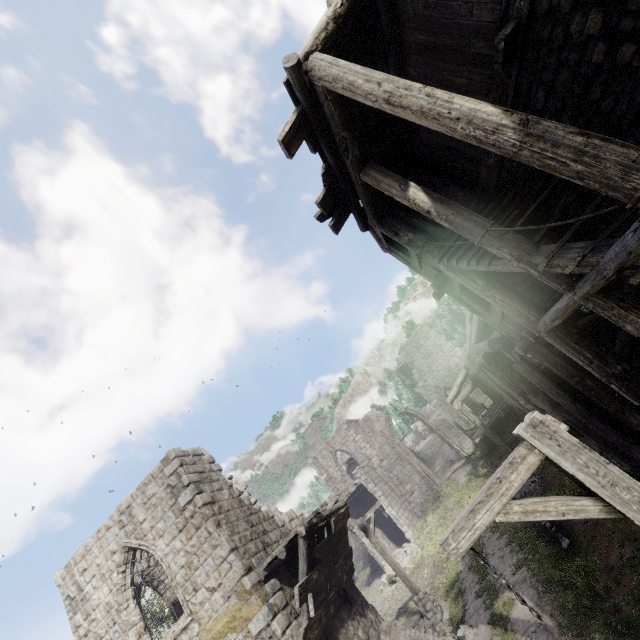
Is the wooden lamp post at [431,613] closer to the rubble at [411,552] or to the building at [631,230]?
the building at [631,230]

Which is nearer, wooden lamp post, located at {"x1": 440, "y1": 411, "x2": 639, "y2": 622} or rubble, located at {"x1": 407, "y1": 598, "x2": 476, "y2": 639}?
wooden lamp post, located at {"x1": 440, "y1": 411, "x2": 639, "y2": 622}

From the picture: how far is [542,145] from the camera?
3.3m

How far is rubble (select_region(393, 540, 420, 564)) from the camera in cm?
2170

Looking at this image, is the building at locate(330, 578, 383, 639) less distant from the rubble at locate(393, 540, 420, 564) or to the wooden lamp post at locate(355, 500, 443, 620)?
the rubble at locate(393, 540, 420, 564)

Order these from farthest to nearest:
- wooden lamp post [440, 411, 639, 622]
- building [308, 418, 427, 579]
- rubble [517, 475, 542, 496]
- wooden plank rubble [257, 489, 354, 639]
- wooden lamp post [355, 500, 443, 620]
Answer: building [308, 418, 427, 579], rubble [517, 475, 542, 496], wooden lamp post [355, 500, 443, 620], wooden plank rubble [257, 489, 354, 639], wooden lamp post [440, 411, 639, 622]

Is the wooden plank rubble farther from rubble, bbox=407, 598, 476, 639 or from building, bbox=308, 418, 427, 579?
rubble, bbox=407, 598, 476, 639

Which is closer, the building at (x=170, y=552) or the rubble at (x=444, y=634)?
the building at (x=170, y=552)
